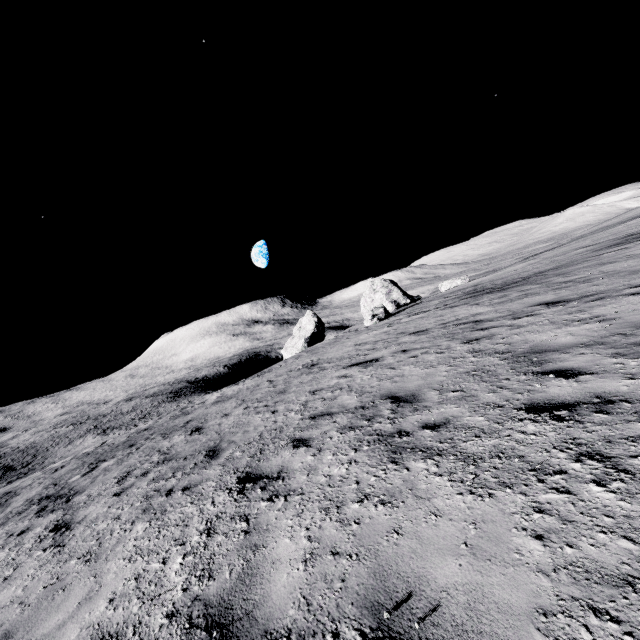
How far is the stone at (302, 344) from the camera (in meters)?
42.78

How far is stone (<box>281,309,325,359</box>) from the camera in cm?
4278

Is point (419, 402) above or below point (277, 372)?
above
